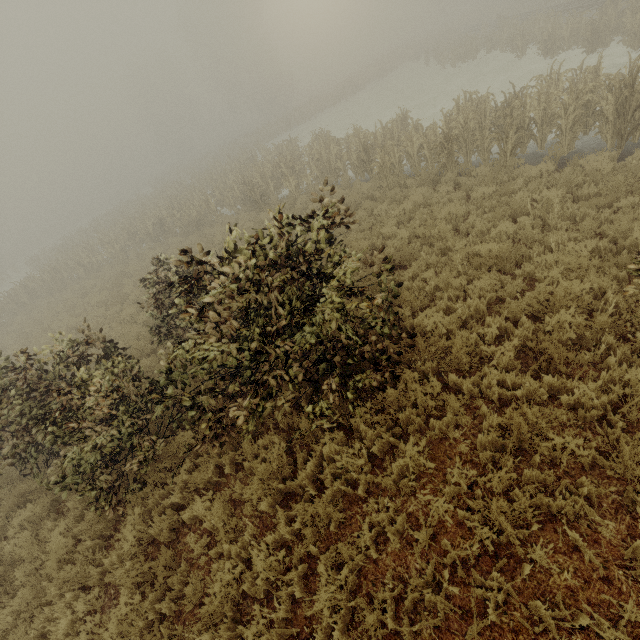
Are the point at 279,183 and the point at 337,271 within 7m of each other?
no
